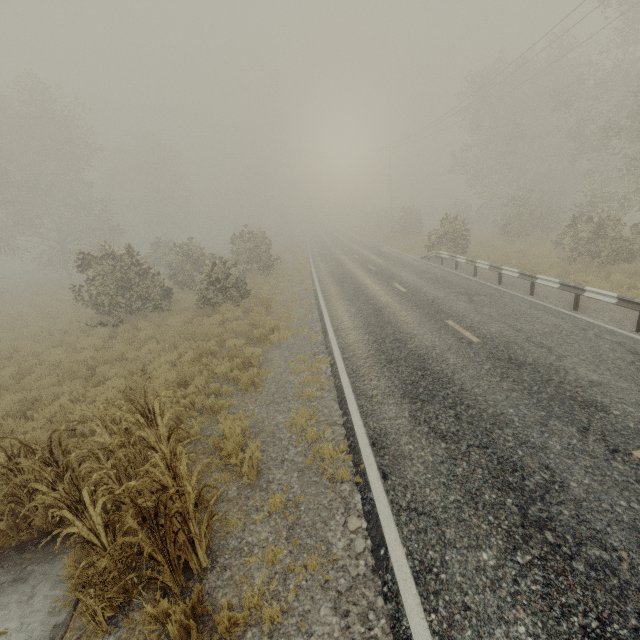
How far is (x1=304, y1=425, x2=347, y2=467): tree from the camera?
5.29m

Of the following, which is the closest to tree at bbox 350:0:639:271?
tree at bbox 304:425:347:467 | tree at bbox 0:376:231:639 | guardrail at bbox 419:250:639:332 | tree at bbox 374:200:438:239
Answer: tree at bbox 374:200:438:239

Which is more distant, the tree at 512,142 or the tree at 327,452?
the tree at 512,142

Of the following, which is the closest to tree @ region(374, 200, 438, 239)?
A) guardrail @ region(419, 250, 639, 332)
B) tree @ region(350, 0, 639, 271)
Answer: tree @ region(350, 0, 639, 271)

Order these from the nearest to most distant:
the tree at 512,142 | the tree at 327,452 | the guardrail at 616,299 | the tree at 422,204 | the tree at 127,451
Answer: the tree at 127,451, the tree at 327,452, the guardrail at 616,299, the tree at 512,142, the tree at 422,204

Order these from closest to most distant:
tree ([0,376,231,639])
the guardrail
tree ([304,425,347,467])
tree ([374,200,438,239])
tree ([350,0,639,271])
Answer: tree ([0,376,231,639]) < tree ([304,425,347,467]) < the guardrail < tree ([350,0,639,271]) < tree ([374,200,438,239])

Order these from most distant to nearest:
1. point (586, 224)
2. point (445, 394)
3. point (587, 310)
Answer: point (586, 224), point (587, 310), point (445, 394)

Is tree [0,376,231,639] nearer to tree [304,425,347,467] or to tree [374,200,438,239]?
tree [304,425,347,467]
